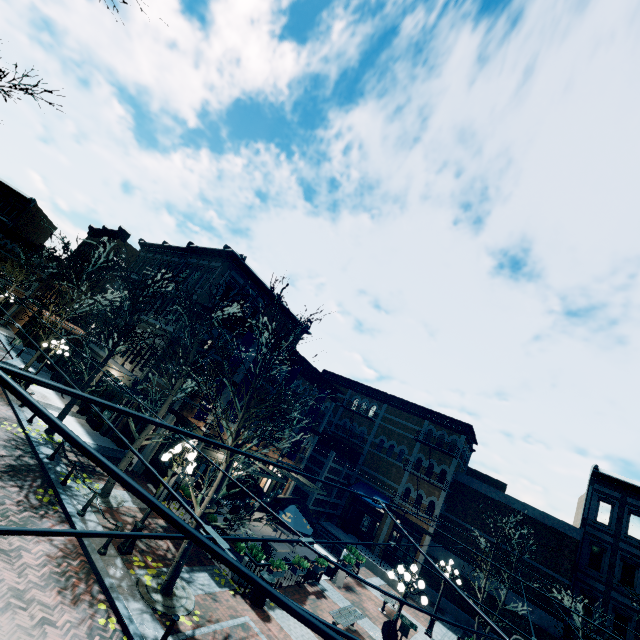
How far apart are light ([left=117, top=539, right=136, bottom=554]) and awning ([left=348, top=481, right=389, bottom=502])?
18.6m

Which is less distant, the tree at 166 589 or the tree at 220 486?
the tree at 220 486

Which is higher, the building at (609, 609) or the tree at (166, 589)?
the building at (609, 609)

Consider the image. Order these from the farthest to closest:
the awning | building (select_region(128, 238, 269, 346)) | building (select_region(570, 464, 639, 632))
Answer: the awning, building (select_region(128, 238, 269, 346)), building (select_region(570, 464, 639, 632))

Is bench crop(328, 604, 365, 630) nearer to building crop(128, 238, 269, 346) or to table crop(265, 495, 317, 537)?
table crop(265, 495, 317, 537)

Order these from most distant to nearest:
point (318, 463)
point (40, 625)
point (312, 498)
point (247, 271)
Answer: point (318, 463) < point (247, 271) < point (312, 498) < point (40, 625)

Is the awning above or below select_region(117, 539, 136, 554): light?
above

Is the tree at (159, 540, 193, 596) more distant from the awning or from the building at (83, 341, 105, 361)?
the awning
